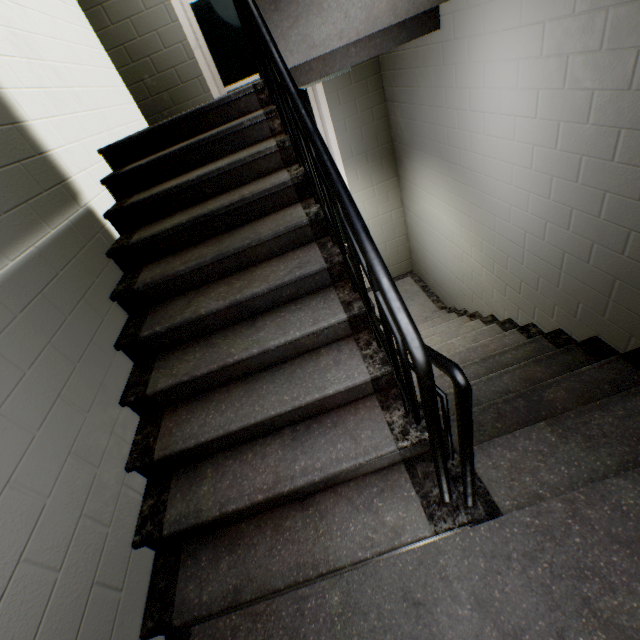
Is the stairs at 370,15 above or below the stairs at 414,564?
above

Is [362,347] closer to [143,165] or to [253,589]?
[253,589]

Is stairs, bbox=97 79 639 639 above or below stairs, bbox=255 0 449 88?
below

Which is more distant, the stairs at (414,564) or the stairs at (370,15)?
the stairs at (370,15)

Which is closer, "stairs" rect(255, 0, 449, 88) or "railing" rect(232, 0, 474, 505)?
"railing" rect(232, 0, 474, 505)

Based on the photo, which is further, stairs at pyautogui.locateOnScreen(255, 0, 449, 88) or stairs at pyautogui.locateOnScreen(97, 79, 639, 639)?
stairs at pyautogui.locateOnScreen(255, 0, 449, 88)
